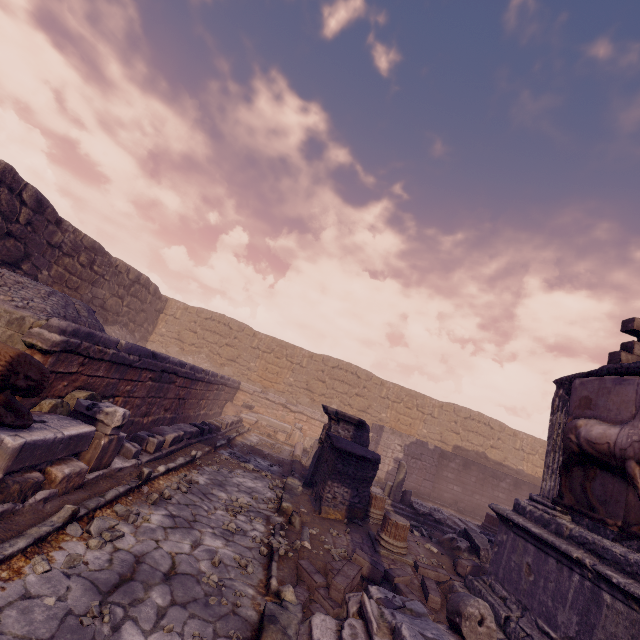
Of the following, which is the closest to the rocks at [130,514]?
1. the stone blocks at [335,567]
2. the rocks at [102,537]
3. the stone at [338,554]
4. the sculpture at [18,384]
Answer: the rocks at [102,537]

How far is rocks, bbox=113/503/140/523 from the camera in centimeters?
407cm

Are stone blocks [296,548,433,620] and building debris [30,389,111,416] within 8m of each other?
yes

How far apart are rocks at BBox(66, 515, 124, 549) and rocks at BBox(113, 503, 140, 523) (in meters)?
0.42

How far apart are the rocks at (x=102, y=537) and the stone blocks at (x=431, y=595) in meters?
5.1 m

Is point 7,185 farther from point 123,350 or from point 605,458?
point 605,458

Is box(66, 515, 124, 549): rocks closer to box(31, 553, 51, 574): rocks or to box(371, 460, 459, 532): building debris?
box(31, 553, 51, 574): rocks

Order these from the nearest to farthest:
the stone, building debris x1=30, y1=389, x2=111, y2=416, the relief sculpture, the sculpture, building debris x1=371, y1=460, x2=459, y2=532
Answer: the sculpture, the relief sculpture, building debris x1=30, y1=389, x2=111, y2=416, the stone, building debris x1=371, y1=460, x2=459, y2=532
